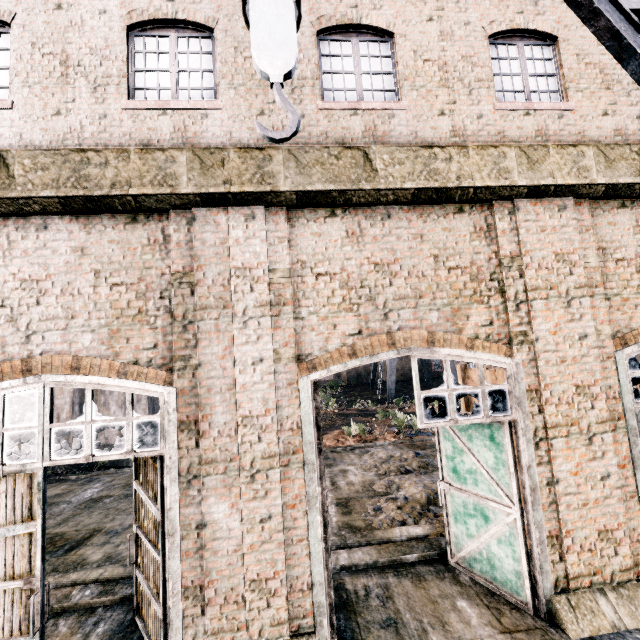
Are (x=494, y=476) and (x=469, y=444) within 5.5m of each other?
yes

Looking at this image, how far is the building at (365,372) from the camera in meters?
53.5 m

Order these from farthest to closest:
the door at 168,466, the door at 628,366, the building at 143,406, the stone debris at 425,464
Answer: the building at 143,406, the stone debris at 425,464, the door at 628,366, the door at 168,466

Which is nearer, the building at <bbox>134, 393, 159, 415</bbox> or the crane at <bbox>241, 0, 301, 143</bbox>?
the crane at <bbox>241, 0, 301, 143</bbox>

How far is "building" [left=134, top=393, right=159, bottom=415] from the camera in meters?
21.1 m

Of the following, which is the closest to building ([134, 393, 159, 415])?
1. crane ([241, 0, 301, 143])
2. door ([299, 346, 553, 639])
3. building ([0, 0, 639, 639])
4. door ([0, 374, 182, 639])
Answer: building ([0, 0, 639, 639])
